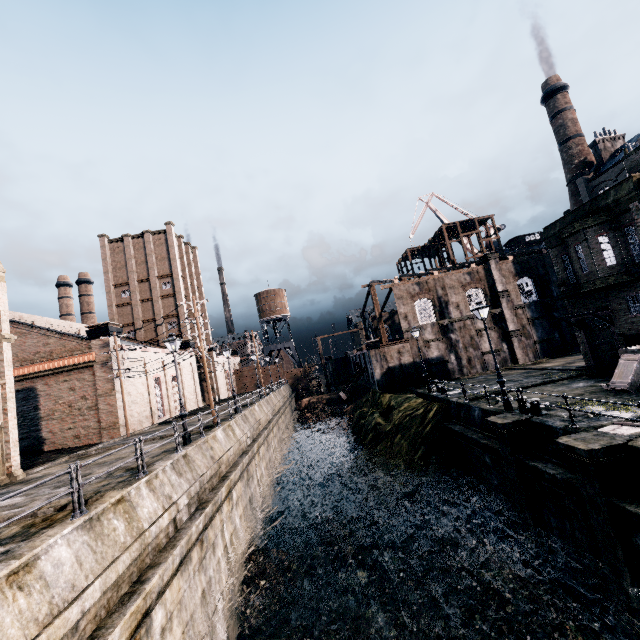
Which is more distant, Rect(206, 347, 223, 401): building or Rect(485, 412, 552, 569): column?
Rect(206, 347, 223, 401): building

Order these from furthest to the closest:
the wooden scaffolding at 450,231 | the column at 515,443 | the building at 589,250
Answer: the wooden scaffolding at 450,231, the building at 589,250, the column at 515,443

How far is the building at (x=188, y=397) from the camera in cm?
4303

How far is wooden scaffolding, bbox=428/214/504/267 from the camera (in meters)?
52.25

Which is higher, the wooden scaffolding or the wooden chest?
the wooden scaffolding

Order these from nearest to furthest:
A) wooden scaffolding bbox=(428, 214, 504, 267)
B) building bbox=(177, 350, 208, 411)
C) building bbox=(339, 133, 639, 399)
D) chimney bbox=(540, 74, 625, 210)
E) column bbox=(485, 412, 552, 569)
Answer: column bbox=(485, 412, 552, 569)
building bbox=(339, 133, 639, 399)
building bbox=(177, 350, 208, 411)
chimney bbox=(540, 74, 625, 210)
wooden scaffolding bbox=(428, 214, 504, 267)

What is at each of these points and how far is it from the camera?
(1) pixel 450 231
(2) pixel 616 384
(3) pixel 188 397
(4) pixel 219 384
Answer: (1) wooden scaffolding, 56.8 meters
(2) wooden chest, 16.4 meters
(3) building, 44.2 meters
(4) building, 58.7 meters

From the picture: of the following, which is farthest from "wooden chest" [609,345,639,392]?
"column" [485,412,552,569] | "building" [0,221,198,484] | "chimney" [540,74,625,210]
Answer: "chimney" [540,74,625,210]
